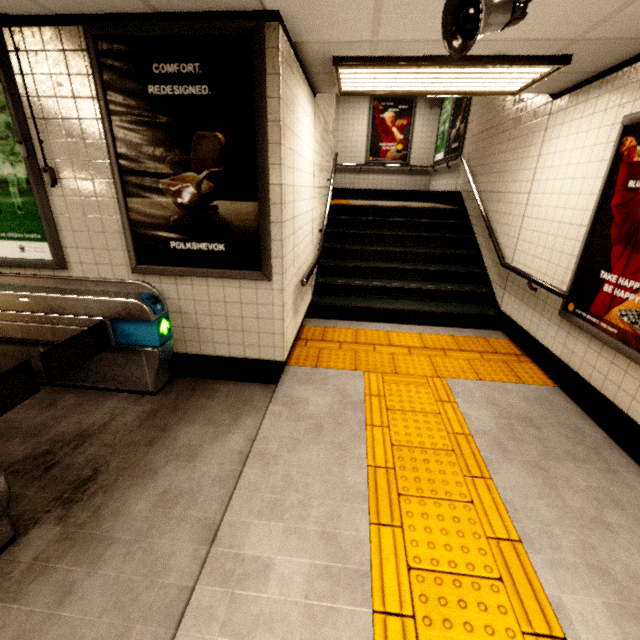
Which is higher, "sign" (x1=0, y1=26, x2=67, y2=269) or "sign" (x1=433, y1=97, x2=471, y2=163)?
"sign" (x1=433, y1=97, x2=471, y2=163)

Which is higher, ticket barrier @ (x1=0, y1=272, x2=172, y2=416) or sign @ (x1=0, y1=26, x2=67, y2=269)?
sign @ (x1=0, y1=26, x2=67, y2=269)

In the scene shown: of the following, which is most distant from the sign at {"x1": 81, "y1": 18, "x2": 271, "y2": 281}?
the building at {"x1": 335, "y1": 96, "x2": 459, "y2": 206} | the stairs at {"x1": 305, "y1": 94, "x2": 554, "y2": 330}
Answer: the building at {"x1": 335, "y1": 96, "x2": 459, "y2": 206}

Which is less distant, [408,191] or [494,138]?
[494,138]

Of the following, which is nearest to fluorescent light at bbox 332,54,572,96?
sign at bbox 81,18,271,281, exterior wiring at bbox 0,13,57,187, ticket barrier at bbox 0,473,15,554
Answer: sign at bbox 81,18,271,281

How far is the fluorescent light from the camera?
2.7m

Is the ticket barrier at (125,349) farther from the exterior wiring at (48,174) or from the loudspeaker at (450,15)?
the loudspeaker at (450,15)

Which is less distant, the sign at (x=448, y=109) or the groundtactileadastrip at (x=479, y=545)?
the groundtactileadastrip at (x=479, y=545)
